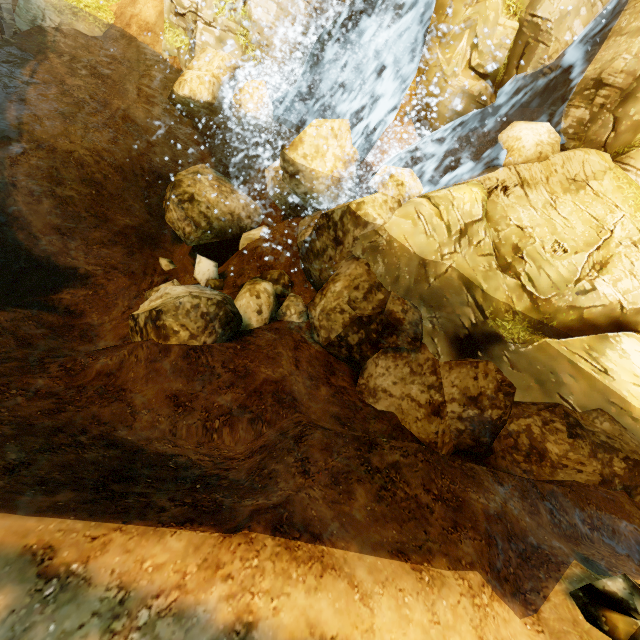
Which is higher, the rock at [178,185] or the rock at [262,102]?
the rock at [262,102]

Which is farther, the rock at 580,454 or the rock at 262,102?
the rock at 262,102

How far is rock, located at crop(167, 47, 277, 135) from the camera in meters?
10.9 m

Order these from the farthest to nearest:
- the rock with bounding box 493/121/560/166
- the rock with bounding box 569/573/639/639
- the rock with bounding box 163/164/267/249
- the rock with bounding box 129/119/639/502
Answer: the rock with bounding box 163/164/267/249
the rock with bounding box 493/121/560/166
the rock with bounding box 129/119/639/502
the rock with bounding box 569/573/639/639

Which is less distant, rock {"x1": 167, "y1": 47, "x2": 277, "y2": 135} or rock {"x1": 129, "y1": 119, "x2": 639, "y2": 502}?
rock {"x1": 129, "y1": 119, "x2": 639, "y2": 502}

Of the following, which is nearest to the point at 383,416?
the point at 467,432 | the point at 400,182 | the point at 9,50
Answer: the point at 467,432
